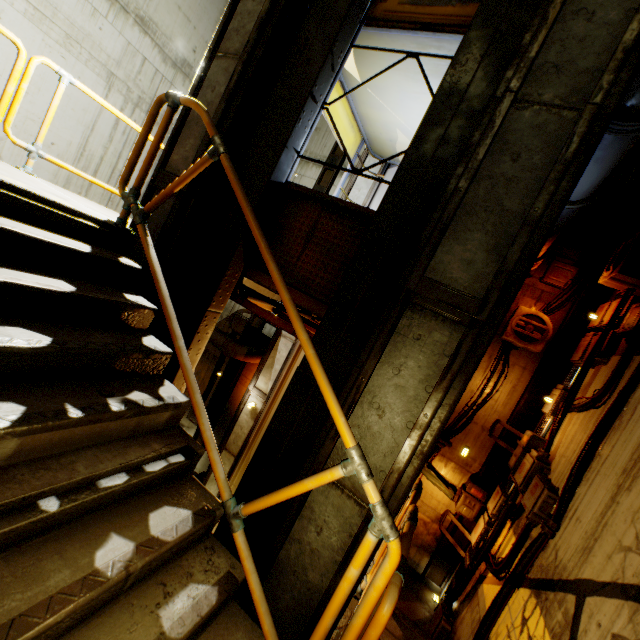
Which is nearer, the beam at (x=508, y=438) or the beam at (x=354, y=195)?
the beam at (x=354, y=195)

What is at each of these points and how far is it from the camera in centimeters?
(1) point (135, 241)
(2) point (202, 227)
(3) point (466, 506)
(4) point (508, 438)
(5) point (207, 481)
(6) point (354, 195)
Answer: (1) beam, 355cm
(2) beam, 362cm
(3) pipe, 740cm
(4) beam, 740cm
(5) beam, 759cm
(6) beam, 704cm

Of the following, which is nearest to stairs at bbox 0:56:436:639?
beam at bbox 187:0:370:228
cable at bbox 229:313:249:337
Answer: beam at bbox 187:0:370:228

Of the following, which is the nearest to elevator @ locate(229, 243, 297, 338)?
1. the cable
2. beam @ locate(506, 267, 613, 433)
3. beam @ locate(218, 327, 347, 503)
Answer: beam @ locate(218, 327, 347, 503)

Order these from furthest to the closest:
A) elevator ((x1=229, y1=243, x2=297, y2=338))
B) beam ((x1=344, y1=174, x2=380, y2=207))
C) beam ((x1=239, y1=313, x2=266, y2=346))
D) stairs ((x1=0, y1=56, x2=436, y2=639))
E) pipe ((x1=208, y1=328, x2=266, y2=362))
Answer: beam ((x1=239, y1=313, x2=266, y2=346))
pipe ((x1=208, y1=328, x2=266, y2=362))
beam ((x1=344, y1=174, x2=380, y2=207))
elevator ((x1=229, y1=243, x2=297, y2=338))
stairs ((x1=0, y1=56, x2=436, y2=639))

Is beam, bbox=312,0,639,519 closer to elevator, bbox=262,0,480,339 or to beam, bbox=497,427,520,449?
elevator, bbox=262,0,480,339

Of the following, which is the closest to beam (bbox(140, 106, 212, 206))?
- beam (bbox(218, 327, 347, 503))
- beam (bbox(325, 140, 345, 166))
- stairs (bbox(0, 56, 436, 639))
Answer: stairs (bbox(0, 56, 436, 639))

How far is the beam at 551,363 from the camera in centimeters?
716cm
